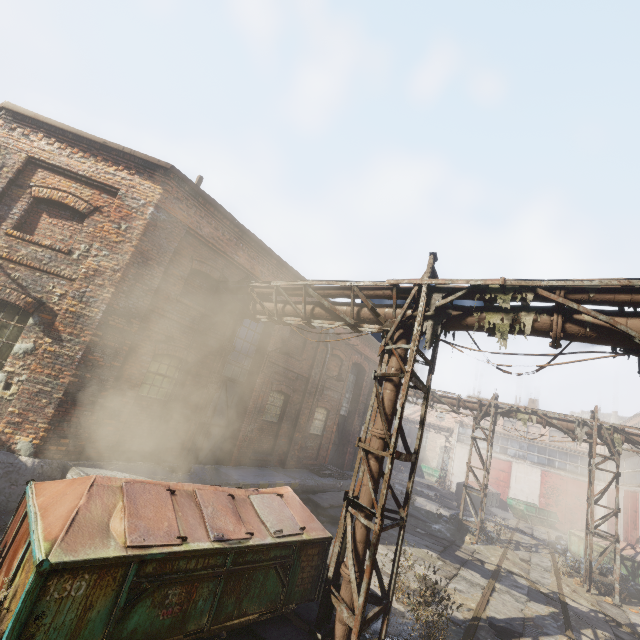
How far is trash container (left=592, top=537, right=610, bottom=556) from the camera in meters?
15.5

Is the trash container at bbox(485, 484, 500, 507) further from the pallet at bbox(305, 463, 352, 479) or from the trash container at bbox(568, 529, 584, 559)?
the pallet at bbox(305, 463, 352, 479)

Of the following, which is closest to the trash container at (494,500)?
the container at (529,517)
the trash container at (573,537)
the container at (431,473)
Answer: the container at (529,517)

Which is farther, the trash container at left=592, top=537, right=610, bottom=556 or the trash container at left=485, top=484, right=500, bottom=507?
the trash container at left=485, top=484, right=500, bottom=507

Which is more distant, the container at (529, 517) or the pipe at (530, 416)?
the container at (529, 517)

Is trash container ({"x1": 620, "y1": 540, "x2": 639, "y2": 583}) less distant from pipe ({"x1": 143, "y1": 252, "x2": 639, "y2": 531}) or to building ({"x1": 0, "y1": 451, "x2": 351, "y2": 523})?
pipe ({"x1": 143, "y1": 252, "x2": 639, "y2": 531})

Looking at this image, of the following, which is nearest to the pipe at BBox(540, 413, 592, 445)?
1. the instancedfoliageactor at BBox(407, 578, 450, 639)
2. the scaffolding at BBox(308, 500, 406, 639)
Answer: the scaffolding at BBox(308, 500, 406, 639)

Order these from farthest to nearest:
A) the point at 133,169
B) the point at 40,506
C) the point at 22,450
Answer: the point at 133,169, the point at 22,450, the point at 40,506
